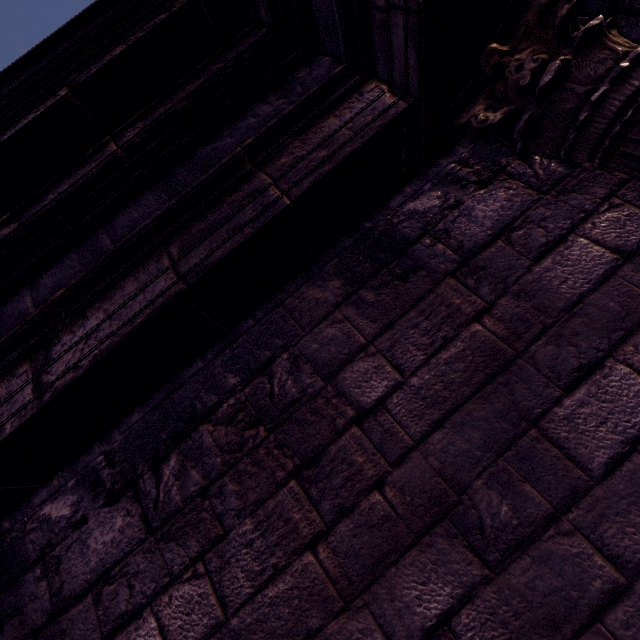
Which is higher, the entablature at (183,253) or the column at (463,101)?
the entablature at (183,253)

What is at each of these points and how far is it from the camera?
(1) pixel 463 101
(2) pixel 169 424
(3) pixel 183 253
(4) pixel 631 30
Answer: (1) column, 1.6m
(2) building, 1.7m
(3) entablature, 1.5m
(4) building, 1.4m

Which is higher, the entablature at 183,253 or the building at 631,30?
the entablature at 183,253

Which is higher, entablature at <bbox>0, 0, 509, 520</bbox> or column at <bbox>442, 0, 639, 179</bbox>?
entablature at <bbox>0, 0, 509, 520</bbox>

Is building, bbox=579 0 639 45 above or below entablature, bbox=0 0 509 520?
below
